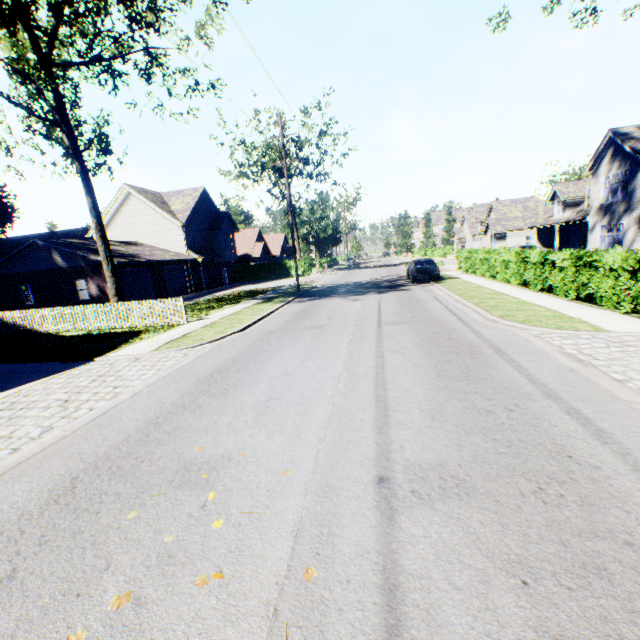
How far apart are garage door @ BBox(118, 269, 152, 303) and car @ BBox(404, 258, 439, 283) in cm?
2090

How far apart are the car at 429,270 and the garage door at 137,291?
20.90m

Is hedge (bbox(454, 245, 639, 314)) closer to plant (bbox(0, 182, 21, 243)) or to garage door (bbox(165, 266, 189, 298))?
garage door (bbox(165, 266, 189, 298))

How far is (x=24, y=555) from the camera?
3.1 meters

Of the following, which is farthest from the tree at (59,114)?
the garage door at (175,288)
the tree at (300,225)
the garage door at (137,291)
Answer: the tree at (300,225)

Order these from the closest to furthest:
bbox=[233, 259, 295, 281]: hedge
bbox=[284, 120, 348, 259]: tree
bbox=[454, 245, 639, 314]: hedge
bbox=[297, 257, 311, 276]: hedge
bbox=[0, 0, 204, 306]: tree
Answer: bbox=[454, 245, 639, 314]: hedge → bbox=[0, 0, 204, 306]: tree → bbox=[284, 120, 348, 259]: tree → bbox=[297, 257, 311, 276]: hedge → bbox=[233, 259, 295, 281]: hedge

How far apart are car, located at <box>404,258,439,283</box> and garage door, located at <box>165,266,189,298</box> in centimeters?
2083cm

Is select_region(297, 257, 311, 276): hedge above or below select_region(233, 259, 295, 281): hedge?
below
